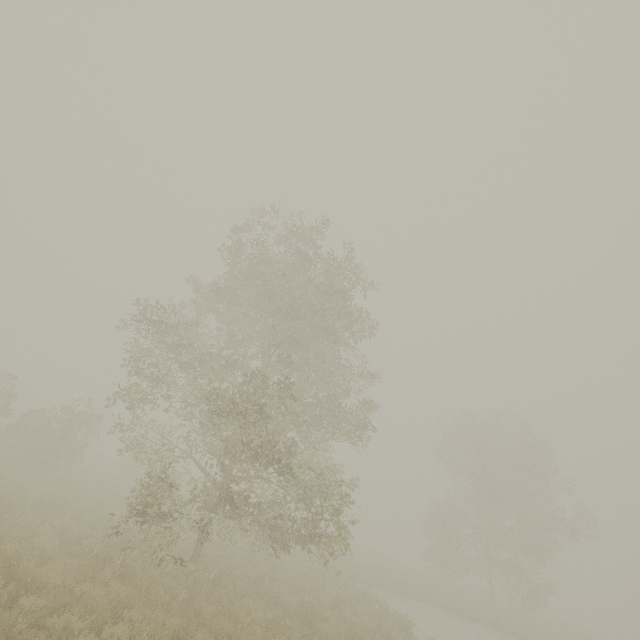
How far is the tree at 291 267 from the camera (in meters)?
9.45

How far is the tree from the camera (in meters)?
9.45

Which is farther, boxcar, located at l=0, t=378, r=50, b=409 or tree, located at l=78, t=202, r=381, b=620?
boxcar, located at l=0, t=378, r=50, b=409

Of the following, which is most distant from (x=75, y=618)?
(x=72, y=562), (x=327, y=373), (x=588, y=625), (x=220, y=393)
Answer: (x=588, y=625)

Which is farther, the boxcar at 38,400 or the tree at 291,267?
the boxcar at 38,400
